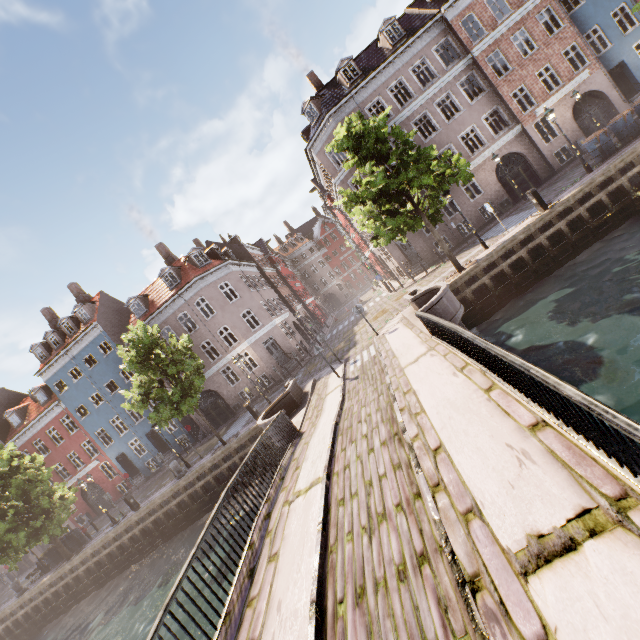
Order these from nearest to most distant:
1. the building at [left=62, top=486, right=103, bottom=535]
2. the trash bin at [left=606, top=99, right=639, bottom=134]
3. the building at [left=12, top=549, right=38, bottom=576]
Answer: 1. the trash bin at [left=606, top=99, right=639, bottom=134]
2. the building at [left=62, top=486, right=103, bottom=535]
3. the building at [left=12, top=549, right=38, bottom=576]

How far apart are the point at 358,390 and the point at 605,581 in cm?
904

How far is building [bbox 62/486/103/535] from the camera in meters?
31.0 m

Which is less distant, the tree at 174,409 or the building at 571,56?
the tree at 174,409

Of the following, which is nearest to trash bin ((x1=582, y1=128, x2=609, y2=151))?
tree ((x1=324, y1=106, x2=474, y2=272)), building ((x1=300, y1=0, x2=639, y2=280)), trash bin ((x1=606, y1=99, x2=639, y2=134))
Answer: trash bin ((x1=606, y1=99, x2=639, y2=134))

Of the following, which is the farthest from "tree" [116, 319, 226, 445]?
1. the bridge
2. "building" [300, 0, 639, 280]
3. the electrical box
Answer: "building" [300, 0, 639, 280]

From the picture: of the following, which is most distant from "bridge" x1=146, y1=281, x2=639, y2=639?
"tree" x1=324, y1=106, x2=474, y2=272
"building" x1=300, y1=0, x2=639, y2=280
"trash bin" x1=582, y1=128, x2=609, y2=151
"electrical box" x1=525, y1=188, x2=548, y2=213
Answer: "trash bin" x1=582, y1=128, x2=609, y2=151

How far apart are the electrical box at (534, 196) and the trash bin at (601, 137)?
4.93m
